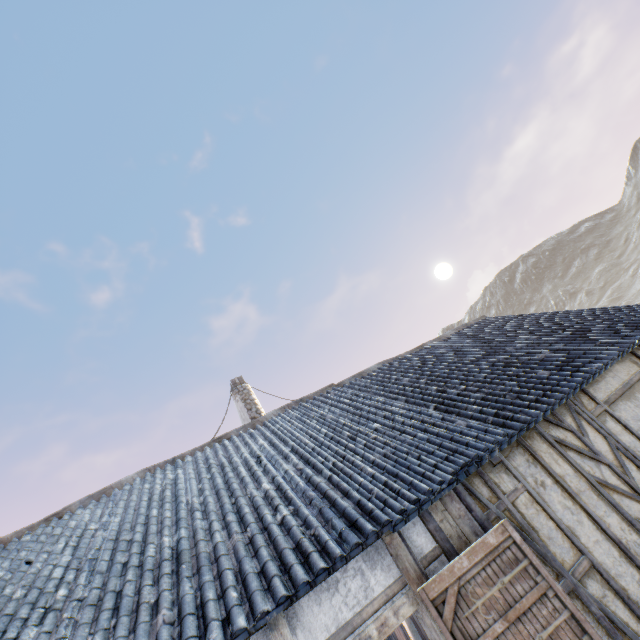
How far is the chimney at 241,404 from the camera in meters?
10.6

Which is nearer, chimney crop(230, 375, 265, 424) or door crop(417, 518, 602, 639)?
door crop(417, 518, 602, 639)

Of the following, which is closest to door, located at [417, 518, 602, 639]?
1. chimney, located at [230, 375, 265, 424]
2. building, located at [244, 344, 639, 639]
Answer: building, located at [244, 344, 639, 639]

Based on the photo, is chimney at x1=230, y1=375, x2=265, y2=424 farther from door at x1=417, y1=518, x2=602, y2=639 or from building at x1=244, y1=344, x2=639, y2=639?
door at x1=417, y1=518, x2=602, y2=639

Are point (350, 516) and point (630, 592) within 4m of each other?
yes

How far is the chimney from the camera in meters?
10.6 m

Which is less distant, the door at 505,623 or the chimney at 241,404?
the door at 505,623
